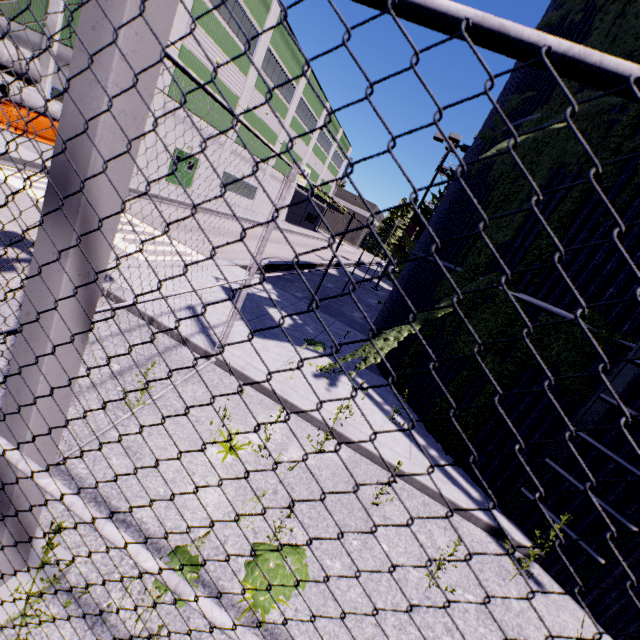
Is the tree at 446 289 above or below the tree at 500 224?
below

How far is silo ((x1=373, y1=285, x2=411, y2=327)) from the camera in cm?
798

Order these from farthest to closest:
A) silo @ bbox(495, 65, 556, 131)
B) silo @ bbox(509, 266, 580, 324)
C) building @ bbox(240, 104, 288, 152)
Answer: building @ bbox(240, 104, 288, 152) < silo @ bbox(495, 65, 556, 131) < silo @ bbox(509, 266, 580, 324)

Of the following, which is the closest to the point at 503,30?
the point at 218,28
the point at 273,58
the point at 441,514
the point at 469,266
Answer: the point at 441,514

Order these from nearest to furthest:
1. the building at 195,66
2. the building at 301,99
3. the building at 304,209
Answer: the building at 195,66
the building at 301,99
the building at 304,209

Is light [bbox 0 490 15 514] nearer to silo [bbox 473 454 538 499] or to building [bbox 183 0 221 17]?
silo [bbox 473 454 538 499]

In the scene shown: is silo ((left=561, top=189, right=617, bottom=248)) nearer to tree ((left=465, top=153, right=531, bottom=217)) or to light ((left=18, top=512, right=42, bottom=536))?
tree ((left=465, top=153, right=531, bottom=217))

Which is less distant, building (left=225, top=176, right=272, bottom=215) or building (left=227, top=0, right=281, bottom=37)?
building (left=227, top=0, right=281, bottom=37)
